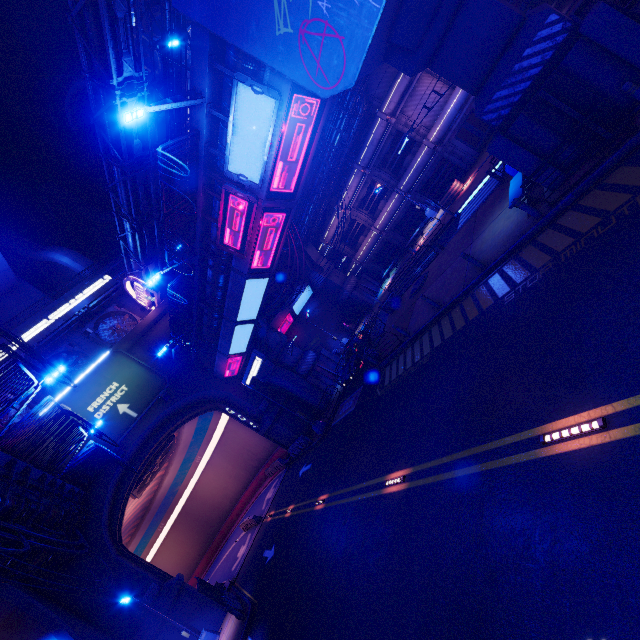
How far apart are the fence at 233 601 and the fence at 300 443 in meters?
10.2 m

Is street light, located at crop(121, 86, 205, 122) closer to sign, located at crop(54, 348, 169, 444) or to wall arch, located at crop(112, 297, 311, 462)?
sign, located at crop(54, 348, 169, 444)

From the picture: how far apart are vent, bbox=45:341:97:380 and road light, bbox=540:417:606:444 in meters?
32.6

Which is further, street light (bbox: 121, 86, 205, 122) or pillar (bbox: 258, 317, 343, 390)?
pillar (bbox: 258, 317, 343, 390)

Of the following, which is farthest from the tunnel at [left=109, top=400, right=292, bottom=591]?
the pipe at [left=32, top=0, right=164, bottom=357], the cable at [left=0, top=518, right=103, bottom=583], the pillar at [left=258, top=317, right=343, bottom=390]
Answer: the pipe at [left=32, top=0, right=164, bottom=357]

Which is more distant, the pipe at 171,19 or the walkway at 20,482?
the pipe at 171,19

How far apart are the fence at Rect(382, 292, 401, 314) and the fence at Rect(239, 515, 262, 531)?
23.4 meters

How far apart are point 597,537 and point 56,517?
22.6m
